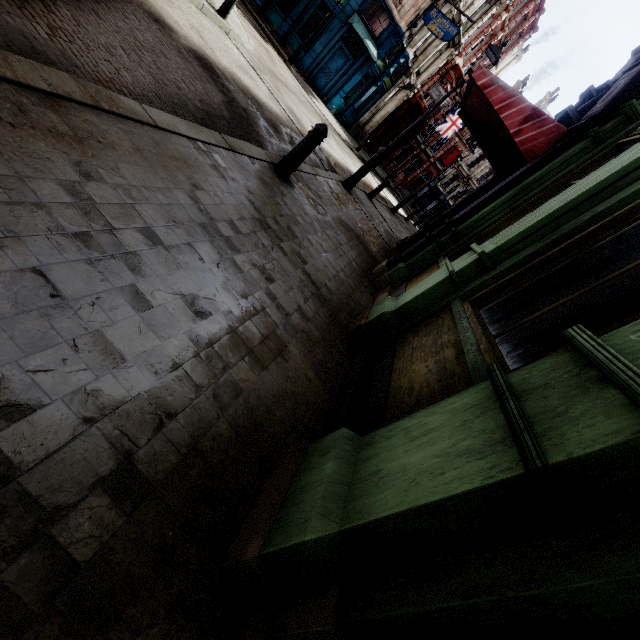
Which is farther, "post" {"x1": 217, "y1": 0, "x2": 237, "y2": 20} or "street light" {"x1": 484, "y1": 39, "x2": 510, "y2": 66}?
"post" {"x1": 217, "y1": 0, "x2": 237, "y2": 20}

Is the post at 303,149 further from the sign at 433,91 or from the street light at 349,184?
the sign at 433,91

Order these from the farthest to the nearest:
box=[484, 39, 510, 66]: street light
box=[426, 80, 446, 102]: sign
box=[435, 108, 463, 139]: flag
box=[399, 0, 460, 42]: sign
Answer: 1. box=[435, 108, 463, 139]: flag
2. box=[426, 80, 446, 102]: sign
3. box=[399, 0, 460, 42]: sign
4. box=[484, 39, 510, 66]: street light

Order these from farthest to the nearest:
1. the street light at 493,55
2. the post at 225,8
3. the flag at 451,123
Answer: the flag at 451,123, the post at 225,8, the street light at 493,55

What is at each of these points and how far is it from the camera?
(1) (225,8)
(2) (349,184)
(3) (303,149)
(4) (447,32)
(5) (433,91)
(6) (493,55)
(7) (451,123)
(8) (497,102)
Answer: (1) post, 8.8 meters
(2) street light, 9.4 meters
(3) post, 4.7 meters
(4) sign, 17.9 meters
(5) sign, 26.0 meters
(6) street light, 7.6 meters
(7) flag, 32.2 meters
(8) awning, 5.2 meters

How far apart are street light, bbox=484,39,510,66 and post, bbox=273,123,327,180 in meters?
4.7

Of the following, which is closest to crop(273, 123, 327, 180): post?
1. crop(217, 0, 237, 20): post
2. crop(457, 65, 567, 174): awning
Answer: crop(457, 65, 567, 174): awning

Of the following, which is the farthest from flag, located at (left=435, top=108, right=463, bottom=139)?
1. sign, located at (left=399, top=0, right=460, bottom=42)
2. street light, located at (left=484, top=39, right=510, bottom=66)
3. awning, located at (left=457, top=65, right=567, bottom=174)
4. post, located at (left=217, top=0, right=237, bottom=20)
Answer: awning, located at (left=457, top=65, right=567, bottom=174)
